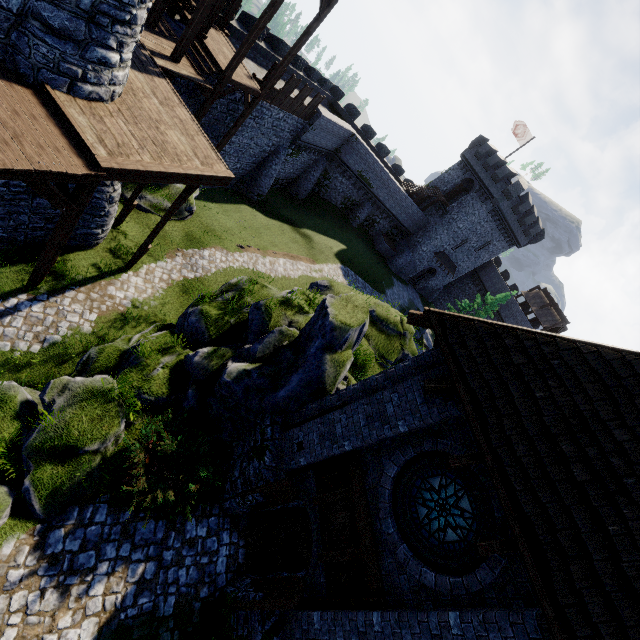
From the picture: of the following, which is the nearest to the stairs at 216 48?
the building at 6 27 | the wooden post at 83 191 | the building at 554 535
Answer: the building at 6 27

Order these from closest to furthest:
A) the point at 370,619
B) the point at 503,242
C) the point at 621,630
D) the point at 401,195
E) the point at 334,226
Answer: the point at 621,630 < the point at 370,619 < the point at 334,226 < the point at 401,195 < the point at 503,242

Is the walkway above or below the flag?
below

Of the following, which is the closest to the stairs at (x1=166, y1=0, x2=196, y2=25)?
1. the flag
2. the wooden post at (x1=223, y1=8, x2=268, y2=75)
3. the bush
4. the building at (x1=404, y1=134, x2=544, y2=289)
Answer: the wooden post at (x1=223, y1=8, x2=268, y2=75)

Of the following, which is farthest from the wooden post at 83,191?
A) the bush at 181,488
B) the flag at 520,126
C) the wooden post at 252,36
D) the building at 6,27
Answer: the flag at 520,126

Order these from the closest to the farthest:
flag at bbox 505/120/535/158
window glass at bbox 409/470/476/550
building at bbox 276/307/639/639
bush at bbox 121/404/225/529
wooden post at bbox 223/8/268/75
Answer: building at bbox 276/307/639/639 < window glass at bbox 409/470/476/550 < bush at bbox 121/404/225/529 < wooden post at bbox 223/8/268/75 < flag at bbox 505/120/535/158

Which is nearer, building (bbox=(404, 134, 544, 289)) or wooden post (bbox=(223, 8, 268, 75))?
wooden post (bbox=(223, 8, 268, 75))

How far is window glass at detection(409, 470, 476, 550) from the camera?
5.9 meters
